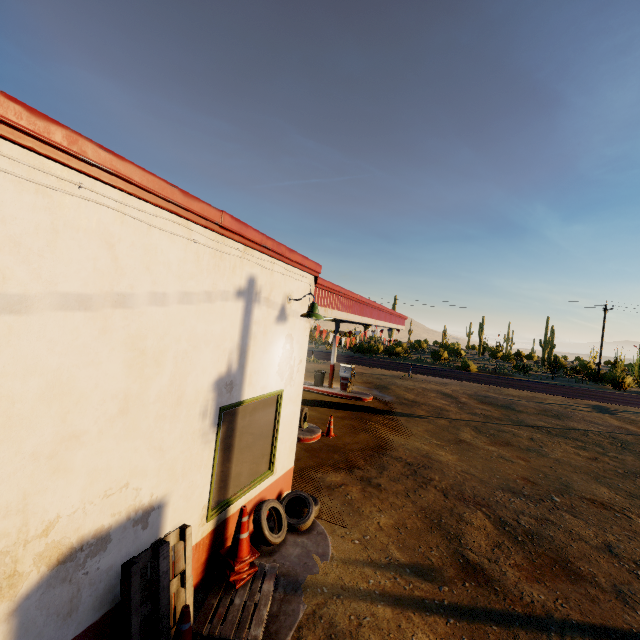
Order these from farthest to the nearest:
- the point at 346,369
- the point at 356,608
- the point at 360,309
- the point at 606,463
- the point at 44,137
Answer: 1. the point at 346,369
2. the point at 606,463
3. the point at 360,309
4. the point at 356,608
5. the point at 44,137

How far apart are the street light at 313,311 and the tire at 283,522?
3.24m

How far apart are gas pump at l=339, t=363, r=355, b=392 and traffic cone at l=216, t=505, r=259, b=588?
12.8 meters

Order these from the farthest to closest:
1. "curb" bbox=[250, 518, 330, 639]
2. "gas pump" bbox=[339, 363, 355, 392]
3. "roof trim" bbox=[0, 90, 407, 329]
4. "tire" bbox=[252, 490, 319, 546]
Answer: "gas pump" bbox=[339, 363, 355, 392] → "tire" bbox=[252, 490, 319, 546] → "curb" bbox=[250, 518, 330, 639] → "roof trim" bbox=[0, 90, 407, 329]

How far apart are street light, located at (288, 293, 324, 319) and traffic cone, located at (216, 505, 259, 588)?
2.96m

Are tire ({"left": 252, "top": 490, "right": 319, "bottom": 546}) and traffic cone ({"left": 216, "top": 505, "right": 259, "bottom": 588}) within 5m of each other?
yes

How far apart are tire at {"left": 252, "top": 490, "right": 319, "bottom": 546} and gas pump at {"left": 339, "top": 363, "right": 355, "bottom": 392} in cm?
1074

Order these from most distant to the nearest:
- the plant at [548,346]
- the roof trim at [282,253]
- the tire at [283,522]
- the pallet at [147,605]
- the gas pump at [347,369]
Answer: the plant at [548,346] → the gas pump at [347,369] → the tire at [283,522] → the pallet at [147,605] → the roof trim at [282,253]
